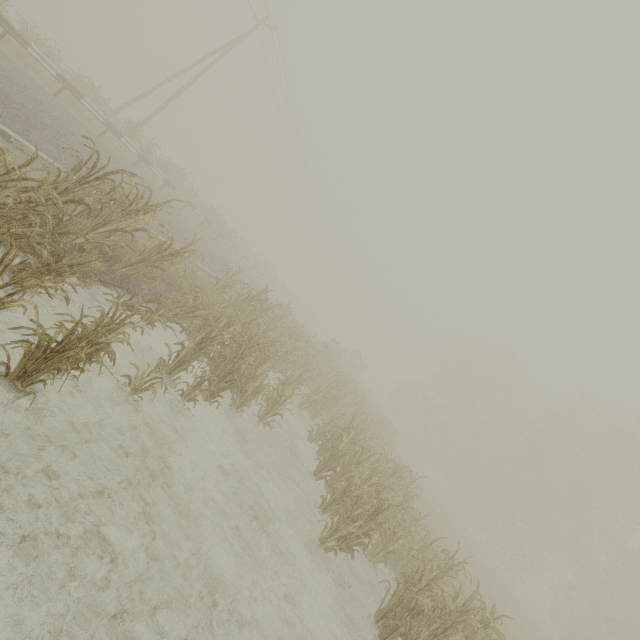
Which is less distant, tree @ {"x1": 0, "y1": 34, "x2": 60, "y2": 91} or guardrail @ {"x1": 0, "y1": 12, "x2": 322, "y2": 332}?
guardrail @ {"x1": 0, "y1": 12, "x2": 322, "y2": 332}

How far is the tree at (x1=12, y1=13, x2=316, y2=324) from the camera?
14.0 meters

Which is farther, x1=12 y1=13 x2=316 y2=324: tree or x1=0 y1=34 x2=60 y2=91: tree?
x1=12 y1=13 x2=316 y2=324: tree

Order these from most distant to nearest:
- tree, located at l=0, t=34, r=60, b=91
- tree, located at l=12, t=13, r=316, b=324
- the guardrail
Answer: tree, located at l=12, t=13, r=316, b=324, tree, located at l=0, t=34, r=60, b=91, the guardrail

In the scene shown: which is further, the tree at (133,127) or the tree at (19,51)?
the tree at (133,127)

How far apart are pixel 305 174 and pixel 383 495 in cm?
3360

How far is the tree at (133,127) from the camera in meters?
14.0
